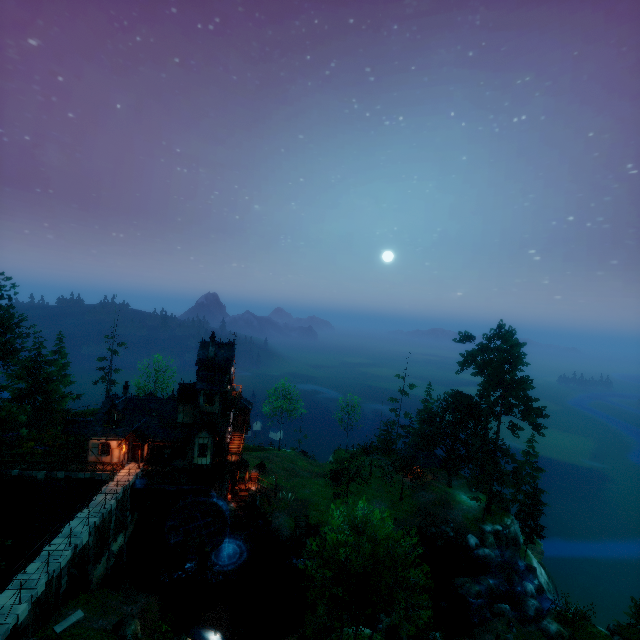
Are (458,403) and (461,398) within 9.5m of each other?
yes

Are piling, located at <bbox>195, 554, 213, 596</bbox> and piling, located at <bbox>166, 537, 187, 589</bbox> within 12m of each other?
yes

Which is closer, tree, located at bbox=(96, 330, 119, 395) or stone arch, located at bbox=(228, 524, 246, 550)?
stone arch, located at bbox=(228, 524, 246, 550)

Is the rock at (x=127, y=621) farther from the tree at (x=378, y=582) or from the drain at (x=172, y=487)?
the tree at (x=378, y=582)

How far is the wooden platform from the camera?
36.3 meters

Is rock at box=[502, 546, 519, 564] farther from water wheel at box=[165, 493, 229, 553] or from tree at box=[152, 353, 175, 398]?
water wheel at box=[165, 493, 229, 553]

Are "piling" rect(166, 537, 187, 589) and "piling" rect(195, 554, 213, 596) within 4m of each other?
yes

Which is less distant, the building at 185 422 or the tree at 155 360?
the building at 185 422
